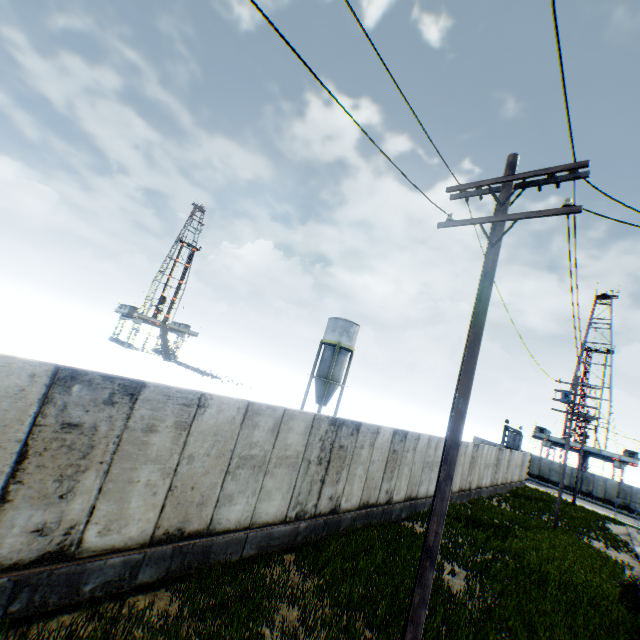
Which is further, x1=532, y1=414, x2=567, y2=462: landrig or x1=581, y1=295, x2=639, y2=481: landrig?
x1=532, y1=414, x2=567, y2=462: landrig

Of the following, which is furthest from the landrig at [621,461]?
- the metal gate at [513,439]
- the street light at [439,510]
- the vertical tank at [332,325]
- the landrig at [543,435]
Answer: the street light at [439,510]

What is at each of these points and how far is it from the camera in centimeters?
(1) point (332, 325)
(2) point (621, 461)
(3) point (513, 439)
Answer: (1) vertical tank, 3912cm
(2) landrig, 4869cm
(3) metal gate, 4538cm

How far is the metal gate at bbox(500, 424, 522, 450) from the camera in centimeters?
4178cm

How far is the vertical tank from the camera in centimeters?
3791cm

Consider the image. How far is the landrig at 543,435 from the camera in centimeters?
5434cm

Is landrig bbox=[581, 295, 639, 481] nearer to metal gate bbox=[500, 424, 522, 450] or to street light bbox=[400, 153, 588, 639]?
metal gate bbox=[500, 424, 522, 450]

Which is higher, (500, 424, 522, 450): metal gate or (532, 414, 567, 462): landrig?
(532, 414, 567, 462): landrig
